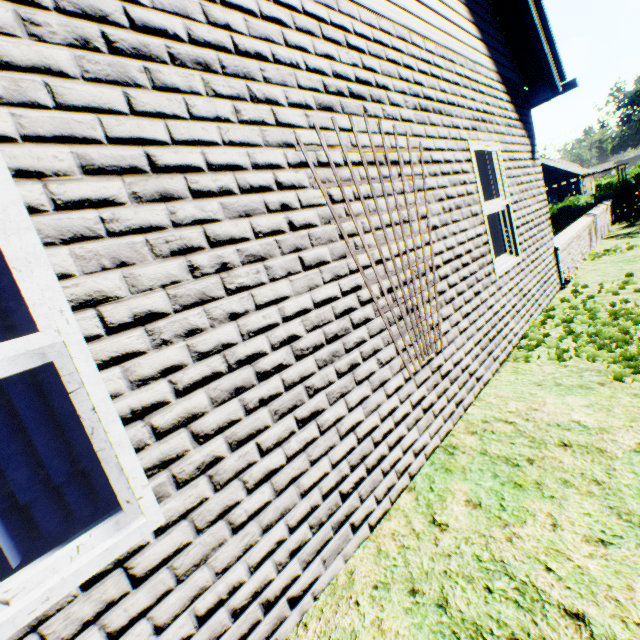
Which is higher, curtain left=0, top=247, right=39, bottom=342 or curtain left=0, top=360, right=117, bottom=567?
curtain left=0, top=247, right=39, bottom=342

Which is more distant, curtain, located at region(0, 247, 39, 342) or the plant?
the plant

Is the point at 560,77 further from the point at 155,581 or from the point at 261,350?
the point at 155,581

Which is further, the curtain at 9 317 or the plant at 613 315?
the plant at 613 315

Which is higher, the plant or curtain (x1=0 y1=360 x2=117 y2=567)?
curtain (x1=0 y1=360 x2=117 y2=567)
